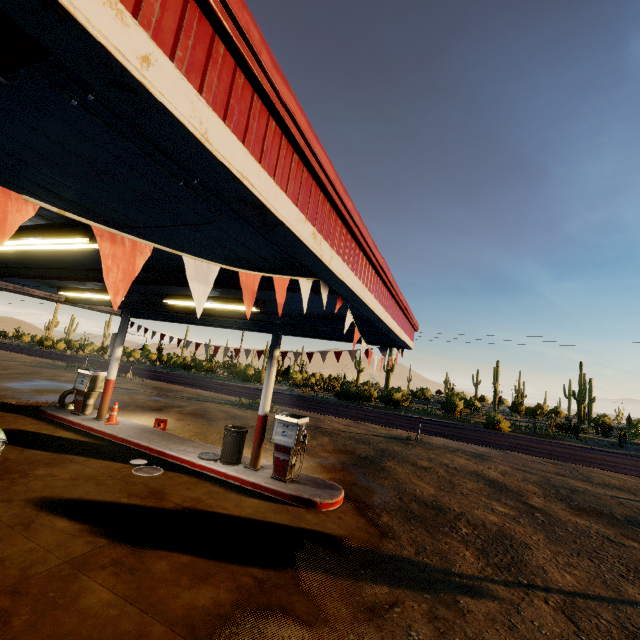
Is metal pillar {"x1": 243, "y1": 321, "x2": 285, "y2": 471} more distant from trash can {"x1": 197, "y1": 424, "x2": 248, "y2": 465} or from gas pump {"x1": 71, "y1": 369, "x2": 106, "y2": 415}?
gas pump {"x1": 71, "y1": 369, "x2": 106, "y2": 415}

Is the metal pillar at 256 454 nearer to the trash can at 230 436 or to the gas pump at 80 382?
the trash can at 230 436

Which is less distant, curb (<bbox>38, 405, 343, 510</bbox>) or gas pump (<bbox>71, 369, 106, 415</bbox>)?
curb (<bbox>38, 405, 343, 510</bbox>)

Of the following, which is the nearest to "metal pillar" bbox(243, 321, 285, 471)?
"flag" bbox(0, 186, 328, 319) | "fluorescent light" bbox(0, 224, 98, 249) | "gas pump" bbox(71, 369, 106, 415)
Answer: "flag" bbox(0, 186, 328, 319)

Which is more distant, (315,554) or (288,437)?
(288,437)

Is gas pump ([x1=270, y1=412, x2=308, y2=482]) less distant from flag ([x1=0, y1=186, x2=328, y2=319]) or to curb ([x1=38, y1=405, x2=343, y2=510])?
curb ([x1=38, y1=405, x2=343, y2=510])

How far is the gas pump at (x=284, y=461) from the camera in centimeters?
779cm

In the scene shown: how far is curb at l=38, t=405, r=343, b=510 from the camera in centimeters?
721cm
